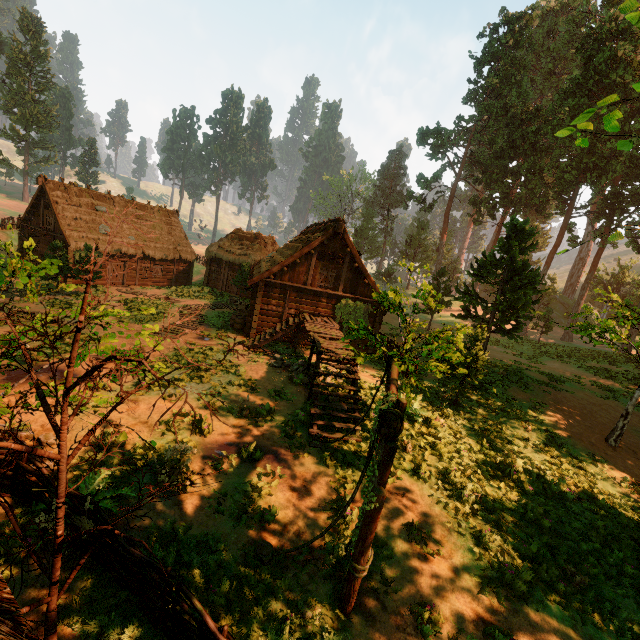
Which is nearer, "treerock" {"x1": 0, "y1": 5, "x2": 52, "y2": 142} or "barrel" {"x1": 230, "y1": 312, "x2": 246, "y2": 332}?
"barrel" {"x1": 230, "y1": 312, "x2": 246, "y2": 332}

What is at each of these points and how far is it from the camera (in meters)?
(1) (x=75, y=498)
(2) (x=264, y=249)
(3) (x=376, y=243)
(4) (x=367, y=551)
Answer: (1) fence, 5.51
(2) building, 32.09
(3) treerock, 58.94
(4) fence arch, 5.28

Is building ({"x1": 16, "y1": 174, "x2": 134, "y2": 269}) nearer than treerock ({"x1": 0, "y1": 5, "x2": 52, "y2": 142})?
Yes

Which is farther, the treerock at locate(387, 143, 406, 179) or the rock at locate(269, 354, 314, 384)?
the treerock at locate(387, 143, 406, 179)

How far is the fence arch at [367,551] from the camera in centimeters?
511cm

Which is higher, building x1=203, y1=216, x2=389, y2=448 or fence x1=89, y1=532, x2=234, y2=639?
building x1=203, y1=216, x2=389, y2=448

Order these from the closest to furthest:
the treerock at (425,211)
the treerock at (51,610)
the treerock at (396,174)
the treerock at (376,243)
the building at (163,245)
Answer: the treerock at (51,610), the building at (163,245), the treerock at (425,211), the treerock at (376,243), the treerock at (396,174)

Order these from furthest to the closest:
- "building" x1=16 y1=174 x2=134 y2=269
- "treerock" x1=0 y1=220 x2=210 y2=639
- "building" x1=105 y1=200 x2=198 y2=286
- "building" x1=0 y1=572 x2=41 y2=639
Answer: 1. "building" x1=105 y1=200 x2=198 y2=286
2. "building" x1=16 y1=174 x2=134 y2=269
3. "treerock" x1=0 y1=220 x2=210 y2=639
4. "building" x1=0 y1=572 x2=41 y2=639
